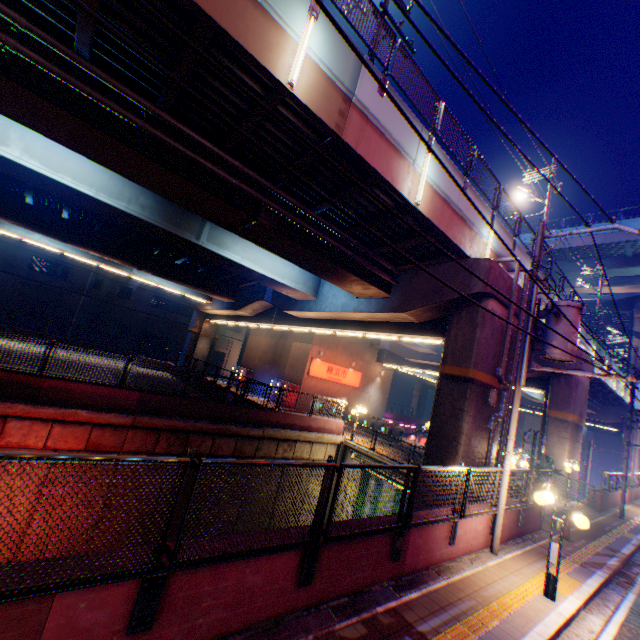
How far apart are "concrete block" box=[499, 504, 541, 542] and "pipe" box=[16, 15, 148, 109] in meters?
9.2 m

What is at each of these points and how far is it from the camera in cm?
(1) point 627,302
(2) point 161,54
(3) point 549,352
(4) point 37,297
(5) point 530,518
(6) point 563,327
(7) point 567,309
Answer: (1) overpass support, 4497
(2) overpass support, 719
(3) electric pole, 890
(4) building, 3556
(5) concrete block, 1127
(6) electric pole, 885
(7) electric pole, 892

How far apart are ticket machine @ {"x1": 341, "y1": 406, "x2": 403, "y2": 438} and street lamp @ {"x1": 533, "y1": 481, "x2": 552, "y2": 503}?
17.12m

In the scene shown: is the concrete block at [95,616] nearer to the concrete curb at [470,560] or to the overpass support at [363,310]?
the concrete curb at [470,560]

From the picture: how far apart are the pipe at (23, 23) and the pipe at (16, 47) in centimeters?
30cm

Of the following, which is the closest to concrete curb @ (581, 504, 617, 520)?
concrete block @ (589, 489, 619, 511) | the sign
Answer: concrete block @ (589, 489, 619, 511)

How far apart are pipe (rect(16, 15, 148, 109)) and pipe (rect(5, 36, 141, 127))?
0.30m

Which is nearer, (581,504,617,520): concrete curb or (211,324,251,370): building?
(581,504,617,520): concrete curb
